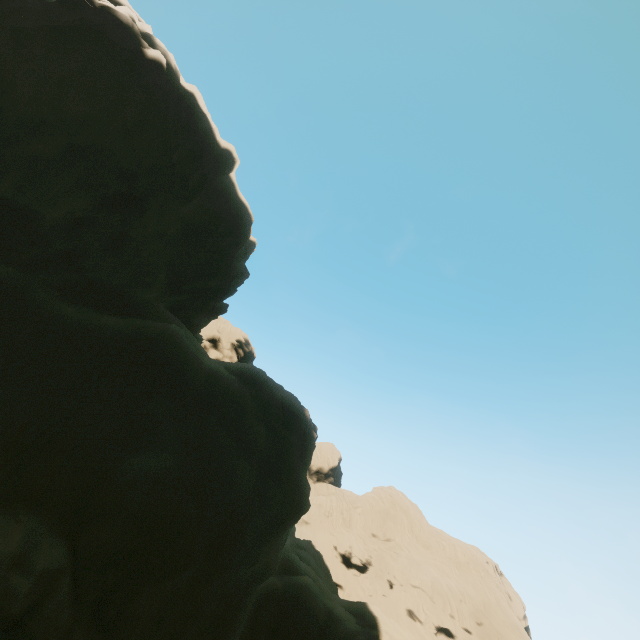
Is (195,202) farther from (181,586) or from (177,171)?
(181,586)
